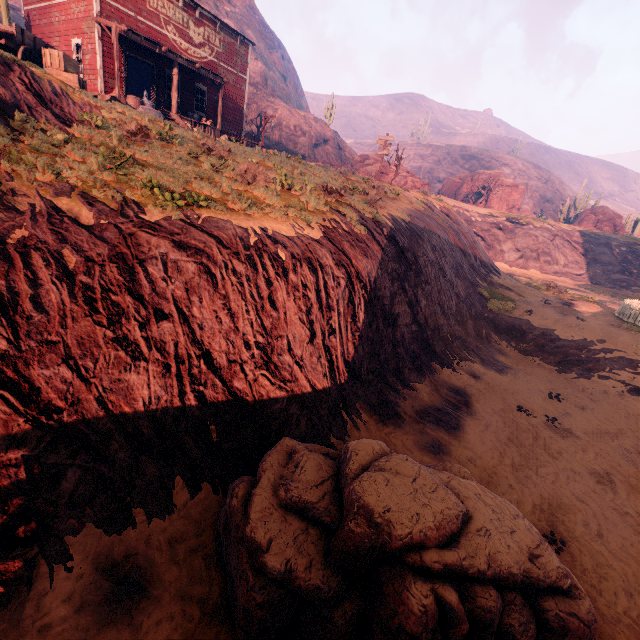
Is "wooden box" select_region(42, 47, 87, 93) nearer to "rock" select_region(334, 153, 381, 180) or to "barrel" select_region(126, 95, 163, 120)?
"barrel" select_region(126, 95, 163, 120)

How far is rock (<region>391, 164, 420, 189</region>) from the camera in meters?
36.1 m

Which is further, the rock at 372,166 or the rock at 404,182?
the rock at 404,182

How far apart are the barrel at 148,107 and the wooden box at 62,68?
1.7m

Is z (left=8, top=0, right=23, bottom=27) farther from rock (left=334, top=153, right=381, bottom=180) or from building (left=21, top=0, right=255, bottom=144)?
rock (left=334, top=153, right=381, bottom=180)

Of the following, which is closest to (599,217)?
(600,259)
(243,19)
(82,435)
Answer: (600,259)

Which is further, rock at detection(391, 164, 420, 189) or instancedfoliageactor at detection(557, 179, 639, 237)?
instancedfoliageactor at detection(557, 179, 639, 237)
